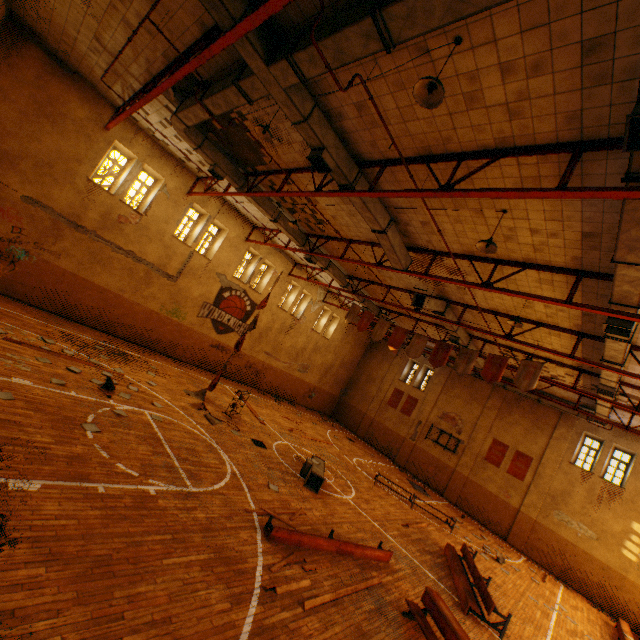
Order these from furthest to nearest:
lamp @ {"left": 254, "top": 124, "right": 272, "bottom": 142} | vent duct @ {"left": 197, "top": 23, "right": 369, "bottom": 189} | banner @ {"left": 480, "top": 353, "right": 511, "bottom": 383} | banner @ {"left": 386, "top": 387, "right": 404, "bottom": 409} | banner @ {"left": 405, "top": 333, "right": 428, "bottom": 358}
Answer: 1. banner @ {"left": 386, "top": 387, "right": 404, "bottom": 409}
2. banner @ {"left": 405, "top": 333, "right": 428, "bottom": 358}
3. banner @ {"left": 480, "top": 353, "right": 511, "bottom": 383}
4. lamp @ {"left": 254, "top": 124, "right": 272, "bottom": 142}
5. vent duct @ {"left": 197, "top": 23, "right": 369, "bottom": 189}

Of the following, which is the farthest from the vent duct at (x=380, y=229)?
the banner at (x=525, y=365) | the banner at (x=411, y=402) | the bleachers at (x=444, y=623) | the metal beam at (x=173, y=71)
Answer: the bleachers at (x=444, y=623)

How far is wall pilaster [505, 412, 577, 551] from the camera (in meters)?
18.56

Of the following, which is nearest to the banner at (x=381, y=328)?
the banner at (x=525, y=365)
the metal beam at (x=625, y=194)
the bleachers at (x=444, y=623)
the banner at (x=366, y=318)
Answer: the banner at (x=366, y=318)

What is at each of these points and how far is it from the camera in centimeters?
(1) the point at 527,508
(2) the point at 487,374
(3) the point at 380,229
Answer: (1) wall pilaster, 1884cm
(2) banner, 1208cm
(3) vent duct, 994cm

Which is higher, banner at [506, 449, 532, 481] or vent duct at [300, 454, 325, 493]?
banner at [506, 449, 532, 481]

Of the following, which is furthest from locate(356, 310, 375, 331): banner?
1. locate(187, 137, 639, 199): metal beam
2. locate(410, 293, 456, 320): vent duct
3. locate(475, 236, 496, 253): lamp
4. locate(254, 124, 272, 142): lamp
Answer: locate(254, 124, 272, 142): lamp

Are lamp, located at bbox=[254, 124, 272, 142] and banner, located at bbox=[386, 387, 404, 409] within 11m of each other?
no
